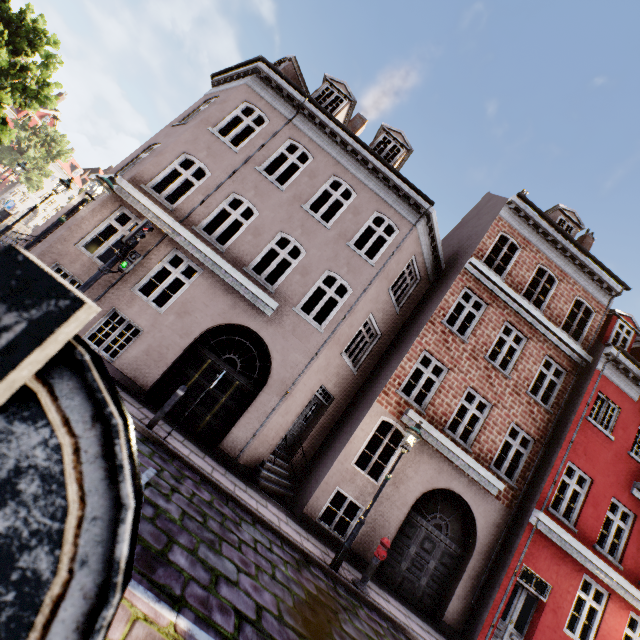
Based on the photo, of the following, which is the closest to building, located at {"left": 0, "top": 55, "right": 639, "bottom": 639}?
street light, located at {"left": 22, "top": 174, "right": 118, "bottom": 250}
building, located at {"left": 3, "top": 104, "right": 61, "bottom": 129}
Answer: street light, located at {"left": 22, "top": 174, "right": 118, "bottom": 250}

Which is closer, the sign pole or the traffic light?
the sign pole

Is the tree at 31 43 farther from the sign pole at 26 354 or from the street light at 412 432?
the street light at 412 432

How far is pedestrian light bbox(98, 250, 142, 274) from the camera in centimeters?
735cm

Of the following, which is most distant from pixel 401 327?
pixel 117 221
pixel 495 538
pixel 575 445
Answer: pixel 117 221

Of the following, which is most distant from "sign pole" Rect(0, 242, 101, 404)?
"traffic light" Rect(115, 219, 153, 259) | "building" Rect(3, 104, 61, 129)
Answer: "building" Rect(3, 104, 61, 129)

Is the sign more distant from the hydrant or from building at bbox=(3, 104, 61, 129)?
building at bbox=(3, 104, 61, 129)

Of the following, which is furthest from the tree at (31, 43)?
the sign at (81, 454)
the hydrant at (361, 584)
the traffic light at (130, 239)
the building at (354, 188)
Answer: the hydrant at (361, 584)
